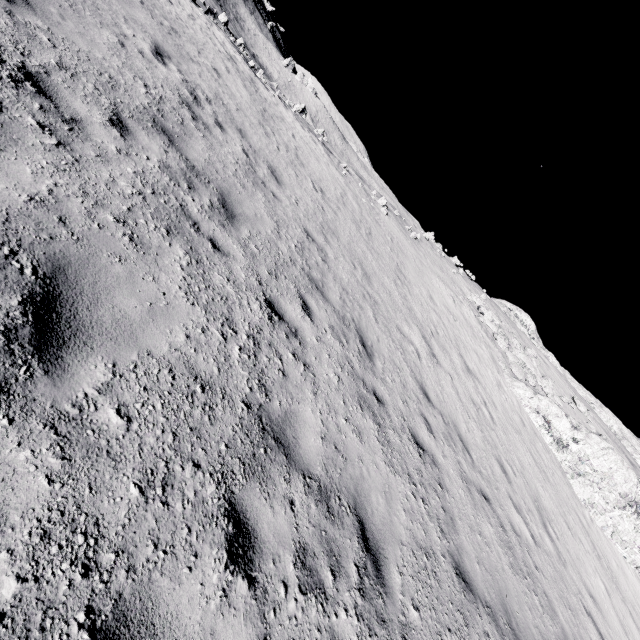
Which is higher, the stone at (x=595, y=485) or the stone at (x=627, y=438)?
the stone at (x=627, y=438)

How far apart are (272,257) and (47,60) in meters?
4.1 m

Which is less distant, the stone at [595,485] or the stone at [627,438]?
the stone at [595,485]

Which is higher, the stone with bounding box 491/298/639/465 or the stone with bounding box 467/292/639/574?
the stone with bounding box 491/298/639/465

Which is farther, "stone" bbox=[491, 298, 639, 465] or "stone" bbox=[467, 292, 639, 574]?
"stone" bbox=[491, 298, 639, 465]
